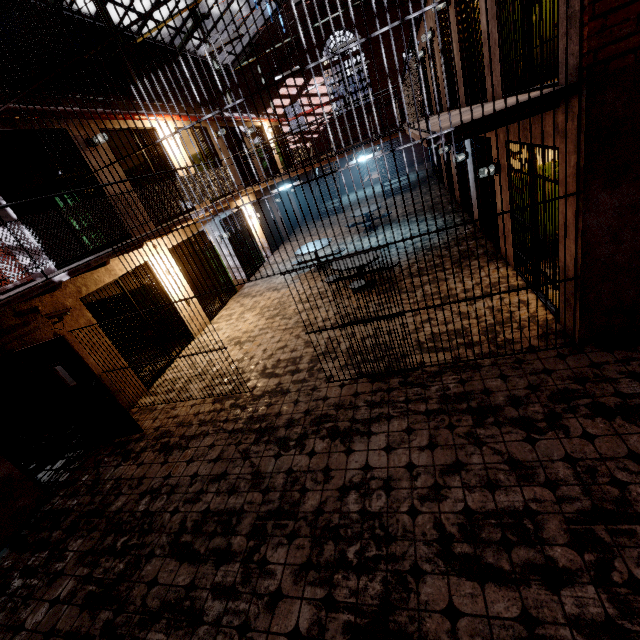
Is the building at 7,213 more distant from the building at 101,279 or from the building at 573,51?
the building at 573,51

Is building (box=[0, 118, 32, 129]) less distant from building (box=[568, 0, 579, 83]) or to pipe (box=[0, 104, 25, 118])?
pipe (box=[0, 104, 25, 118])

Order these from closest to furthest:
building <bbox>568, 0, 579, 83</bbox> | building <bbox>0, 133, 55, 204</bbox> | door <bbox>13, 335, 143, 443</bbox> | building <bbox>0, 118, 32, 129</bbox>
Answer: building <bbox>568, 0, 579, 83</bbox>
door <bbox>13, 335, 143, 443</bbox>
building <bbox>0, 118, 32, 129</bbox>
building <bbox>0, 133, 55, 204</bbox>

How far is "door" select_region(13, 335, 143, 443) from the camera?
5.08m

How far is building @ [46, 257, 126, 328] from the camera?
5.9 meters

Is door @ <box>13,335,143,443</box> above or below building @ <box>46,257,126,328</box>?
below

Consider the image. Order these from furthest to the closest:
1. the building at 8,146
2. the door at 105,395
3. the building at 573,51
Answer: the building at 8,146, the door at 105,395, the building at 573,51

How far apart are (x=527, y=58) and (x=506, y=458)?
3.8m
